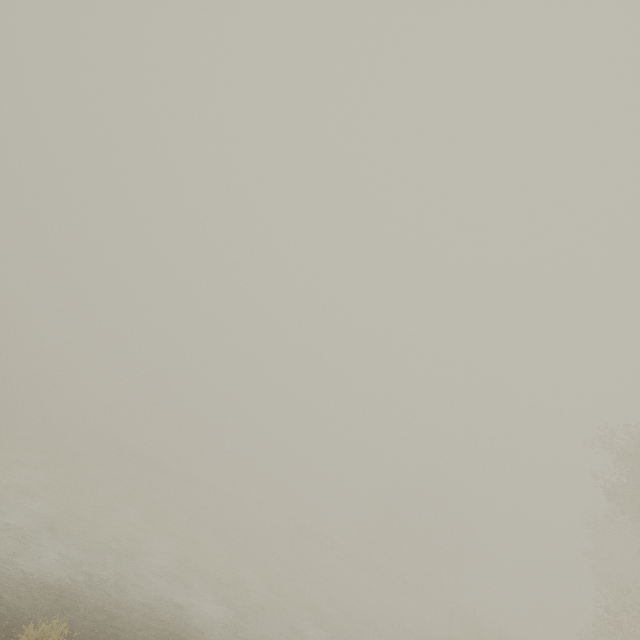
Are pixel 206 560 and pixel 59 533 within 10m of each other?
yes
